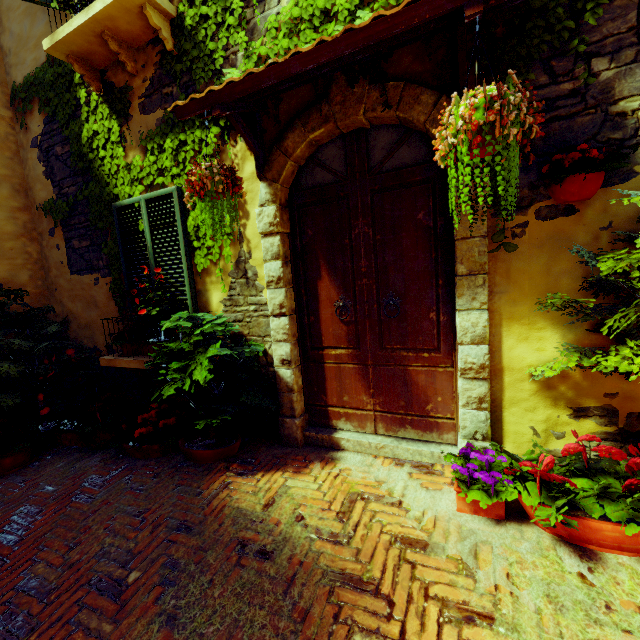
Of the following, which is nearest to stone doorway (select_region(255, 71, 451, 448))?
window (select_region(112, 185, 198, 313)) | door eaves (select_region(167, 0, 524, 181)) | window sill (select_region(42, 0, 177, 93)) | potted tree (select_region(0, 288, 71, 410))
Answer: door eaves (select_region(167, 0, 524, 181))

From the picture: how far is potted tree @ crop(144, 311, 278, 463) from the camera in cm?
285

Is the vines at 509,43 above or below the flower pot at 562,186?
above

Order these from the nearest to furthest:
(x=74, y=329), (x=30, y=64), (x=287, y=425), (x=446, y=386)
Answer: (x=446, y=386) → (x=287, y=425) → (x=30, y=64) → (x=74, y=329)

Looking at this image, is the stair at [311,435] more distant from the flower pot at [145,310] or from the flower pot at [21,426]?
the flower pot at [21,426]

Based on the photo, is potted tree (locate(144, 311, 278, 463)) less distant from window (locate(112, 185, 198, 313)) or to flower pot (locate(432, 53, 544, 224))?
window (locate(112, 185, 198, 313))

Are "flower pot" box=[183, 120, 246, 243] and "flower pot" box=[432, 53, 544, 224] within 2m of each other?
yes

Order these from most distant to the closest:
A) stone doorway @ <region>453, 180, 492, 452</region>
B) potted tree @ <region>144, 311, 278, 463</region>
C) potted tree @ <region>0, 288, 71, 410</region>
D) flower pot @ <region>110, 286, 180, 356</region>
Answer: potted tree @ <region>0, 288, 71, 410</region>
flower pot @ <region>110, 286, 180, 356</region>
potted tree @ <region>144, 311, 278, 463</region>
stone doorway @ <region>453, 180, 492, 452</region>
